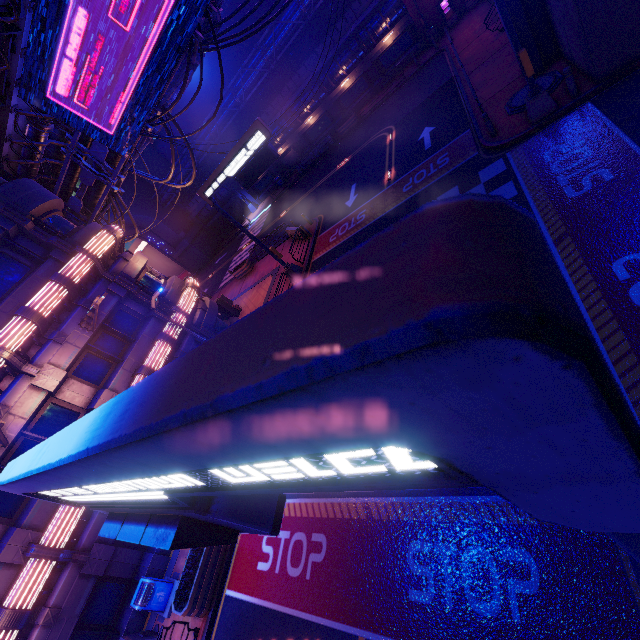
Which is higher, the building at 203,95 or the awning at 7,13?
the awning at 7,13

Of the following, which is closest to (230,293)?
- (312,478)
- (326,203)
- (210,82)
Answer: (326,203)

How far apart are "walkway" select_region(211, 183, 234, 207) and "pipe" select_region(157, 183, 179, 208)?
2.8m

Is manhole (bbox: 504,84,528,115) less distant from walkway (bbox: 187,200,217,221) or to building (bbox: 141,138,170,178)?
walkway (bbox: 187,200,217,221)

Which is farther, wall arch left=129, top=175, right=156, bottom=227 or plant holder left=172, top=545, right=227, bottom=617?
wall arch left=129, top=175, right=156, bottom=227

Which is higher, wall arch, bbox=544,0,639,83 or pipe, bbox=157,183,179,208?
pipe, bbox=157,183,179,208

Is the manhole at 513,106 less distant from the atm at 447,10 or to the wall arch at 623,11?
the wall arch at 623,11

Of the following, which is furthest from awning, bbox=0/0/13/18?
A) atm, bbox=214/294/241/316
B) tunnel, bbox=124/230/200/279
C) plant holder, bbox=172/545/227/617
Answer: → tunnel, bbox=124/230/200/279
